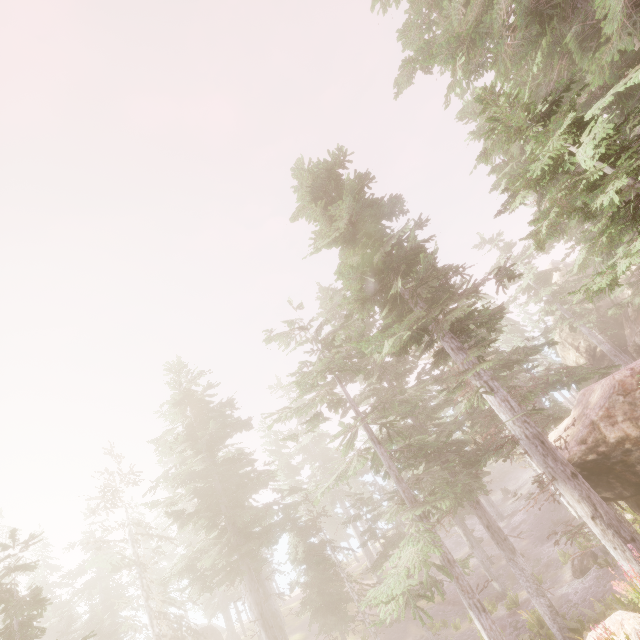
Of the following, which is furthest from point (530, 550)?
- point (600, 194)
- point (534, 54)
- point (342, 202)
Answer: point (534, 54)

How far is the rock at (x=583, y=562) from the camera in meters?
20.4

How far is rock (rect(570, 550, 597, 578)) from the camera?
20.4m

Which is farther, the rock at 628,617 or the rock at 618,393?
the rock at 618,393

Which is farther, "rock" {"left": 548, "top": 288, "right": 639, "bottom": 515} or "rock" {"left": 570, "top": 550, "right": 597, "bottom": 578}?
"rock" {"left": 570, "top": 550, "right": 597, "bottom": 578}

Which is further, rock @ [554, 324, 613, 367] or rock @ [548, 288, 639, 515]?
rock @ [554, 324, 613, 367]

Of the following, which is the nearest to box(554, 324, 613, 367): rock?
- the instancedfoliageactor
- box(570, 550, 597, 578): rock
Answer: the instancedfoliageactor

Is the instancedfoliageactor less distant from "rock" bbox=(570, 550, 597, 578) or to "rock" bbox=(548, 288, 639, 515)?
"rock" bbox=(548, 288, 639, 515)
